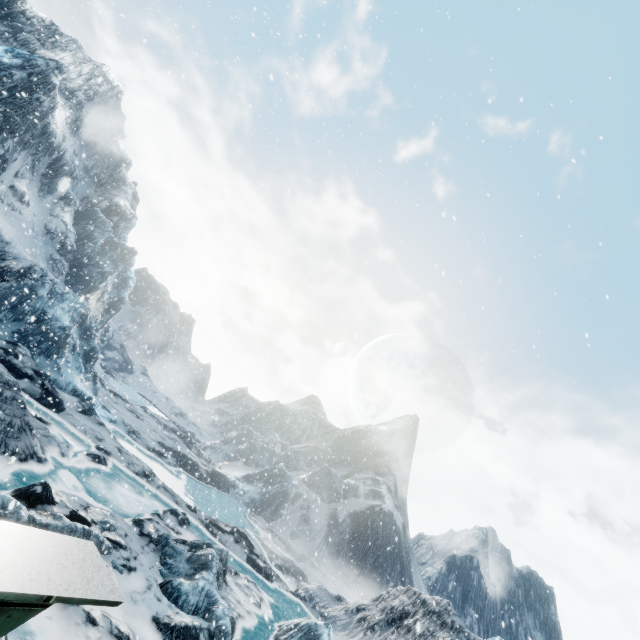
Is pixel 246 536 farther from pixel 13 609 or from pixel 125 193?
pixel 125 193
